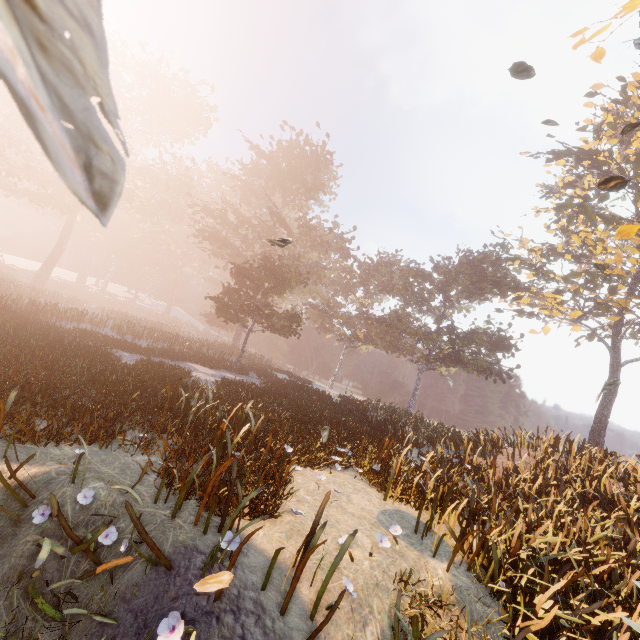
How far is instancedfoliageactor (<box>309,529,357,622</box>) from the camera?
3.67m

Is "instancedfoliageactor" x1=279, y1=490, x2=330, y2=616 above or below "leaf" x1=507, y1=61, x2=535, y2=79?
below

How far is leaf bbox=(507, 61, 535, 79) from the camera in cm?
543

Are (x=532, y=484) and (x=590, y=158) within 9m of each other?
no

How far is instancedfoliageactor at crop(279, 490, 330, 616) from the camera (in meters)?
3.55

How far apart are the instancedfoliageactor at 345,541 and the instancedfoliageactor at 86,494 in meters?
2.7 m

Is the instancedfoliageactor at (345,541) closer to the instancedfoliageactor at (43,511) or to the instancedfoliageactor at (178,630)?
the instancedfoliageactor at (178,630)

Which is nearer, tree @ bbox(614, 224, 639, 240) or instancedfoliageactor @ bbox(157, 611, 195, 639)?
instancedfoliageactor @ bbox(157, 611, 195, 639)
